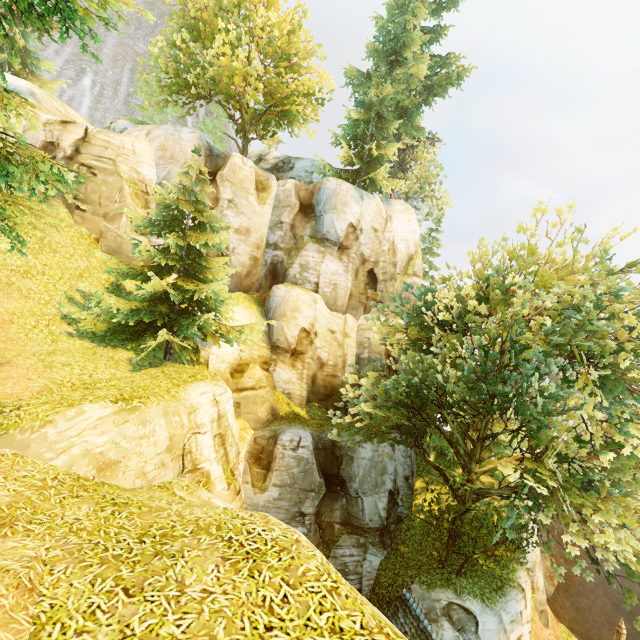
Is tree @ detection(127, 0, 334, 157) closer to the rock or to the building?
the building

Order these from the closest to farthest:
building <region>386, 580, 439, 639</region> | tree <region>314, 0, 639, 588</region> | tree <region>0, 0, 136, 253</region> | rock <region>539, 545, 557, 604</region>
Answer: tree <region>0, 0, 136, 253</region>
tree <region>314, 0, 639, 588</region>
building <region>386, 580, 439, 639</region>
rock <region>539, 545, 557, 604</region>

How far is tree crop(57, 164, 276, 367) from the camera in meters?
13.4 m

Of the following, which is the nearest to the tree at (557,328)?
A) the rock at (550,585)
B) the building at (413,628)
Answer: the building at (413,628)

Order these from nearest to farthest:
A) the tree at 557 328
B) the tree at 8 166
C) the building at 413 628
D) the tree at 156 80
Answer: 1. the tree at 8 166
2. the tree at 557 328
3. the building at 413 628
4. the tree at 156 80

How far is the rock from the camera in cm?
2980

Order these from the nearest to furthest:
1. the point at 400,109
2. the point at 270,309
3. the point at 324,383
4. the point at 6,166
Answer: the point at 6,166 → the point at 270,309 → the point at 324,383 → the point at 400,109
